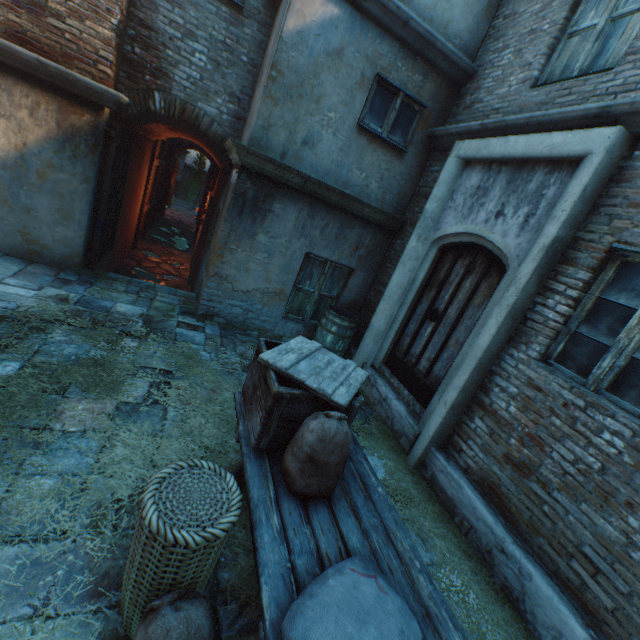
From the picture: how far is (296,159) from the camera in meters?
5.1 m

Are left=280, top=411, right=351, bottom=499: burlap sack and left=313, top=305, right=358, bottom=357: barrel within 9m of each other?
yes

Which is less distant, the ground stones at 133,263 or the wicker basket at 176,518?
the wicker basket at 176,518

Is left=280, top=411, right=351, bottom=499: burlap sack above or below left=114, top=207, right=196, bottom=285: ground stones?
above

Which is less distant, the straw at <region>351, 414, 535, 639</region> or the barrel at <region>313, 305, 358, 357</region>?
the straw at <region>351, 414, 535, 639</region>

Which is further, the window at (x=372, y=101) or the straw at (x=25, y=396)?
the window at (x=372, y=101)

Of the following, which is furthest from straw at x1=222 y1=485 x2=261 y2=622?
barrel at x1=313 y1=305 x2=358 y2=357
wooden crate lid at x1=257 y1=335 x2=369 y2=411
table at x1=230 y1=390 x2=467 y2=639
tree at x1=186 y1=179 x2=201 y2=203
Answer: tree at x1=186 y1=179 x2=201 y2=203

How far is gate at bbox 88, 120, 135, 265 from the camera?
5.29m
